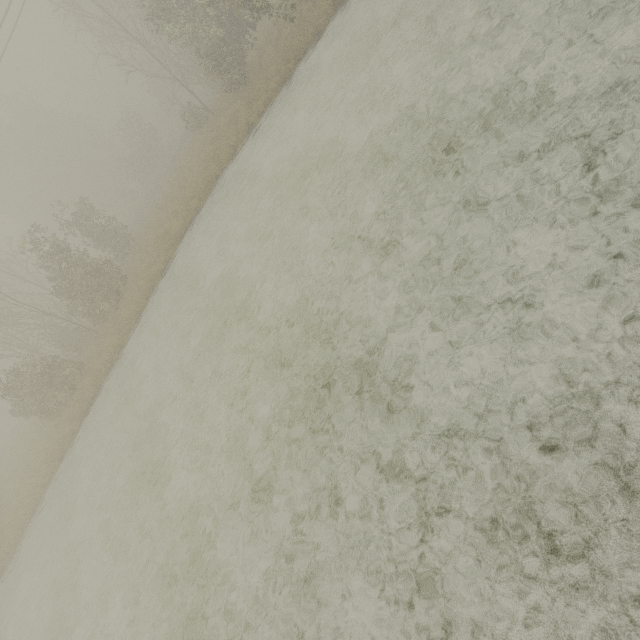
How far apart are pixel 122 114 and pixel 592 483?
48.0 meters
